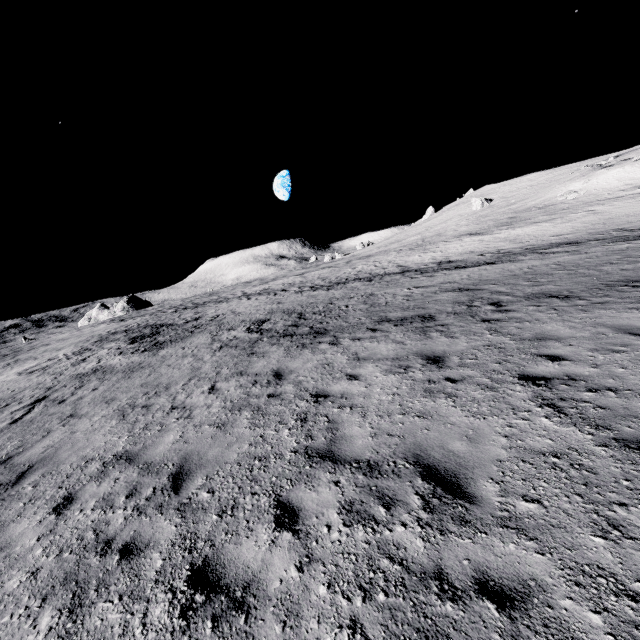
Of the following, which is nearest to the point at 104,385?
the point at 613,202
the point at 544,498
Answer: the point at 544,498
